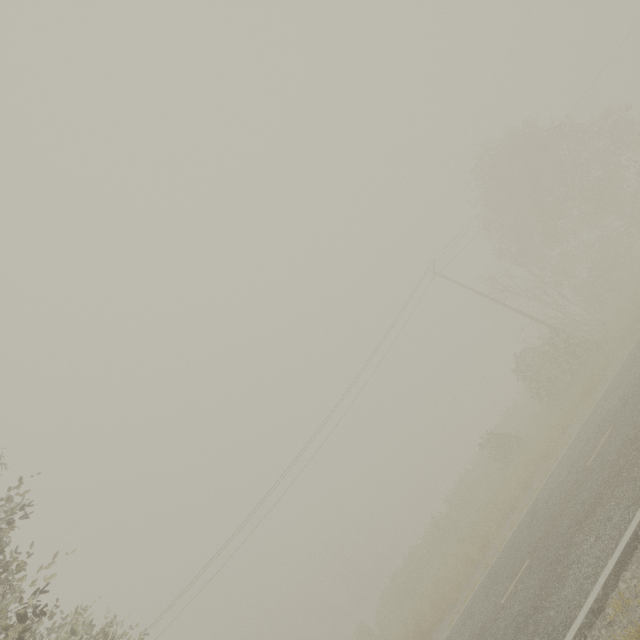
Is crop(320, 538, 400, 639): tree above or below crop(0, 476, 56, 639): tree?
below

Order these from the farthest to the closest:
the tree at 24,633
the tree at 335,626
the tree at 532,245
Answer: the tree at 335,626
the tree at 532,245
the tree at 24,633

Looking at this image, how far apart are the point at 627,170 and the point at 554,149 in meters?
47.8

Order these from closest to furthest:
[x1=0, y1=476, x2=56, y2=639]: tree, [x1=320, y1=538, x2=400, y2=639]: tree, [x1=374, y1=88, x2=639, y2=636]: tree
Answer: [x1=0, y1=476, x2=56, y2=639]: tree
[x1=374, y1=88, x2=639, y2=636]: tree
[x1=320, y1=538, x2=400, y2=639]: tree

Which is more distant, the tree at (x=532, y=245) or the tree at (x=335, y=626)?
the tree at (x=335, y=626)

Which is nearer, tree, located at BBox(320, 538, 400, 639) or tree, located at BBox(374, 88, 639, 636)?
tree, located at BBox(374, 88, 639, 636)
